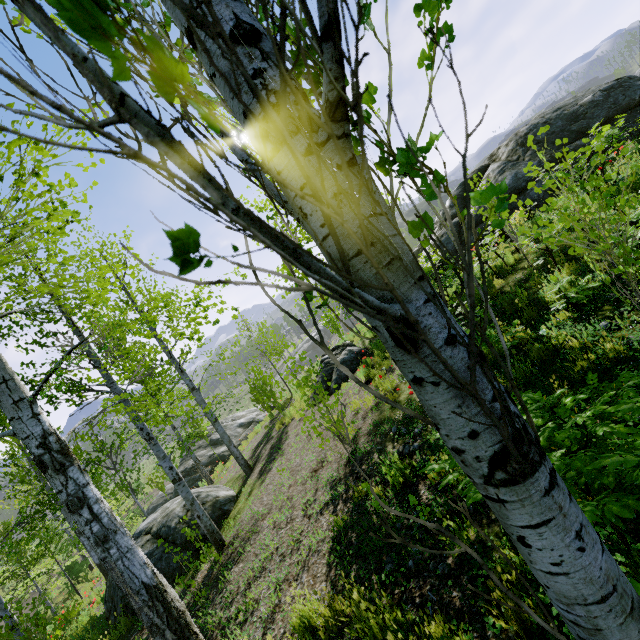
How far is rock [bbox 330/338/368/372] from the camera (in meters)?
11.10

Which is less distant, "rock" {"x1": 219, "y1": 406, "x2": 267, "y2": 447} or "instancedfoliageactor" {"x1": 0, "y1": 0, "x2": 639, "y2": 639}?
"instancedfoliageactor" {"x1": 0, "y1": 0, "x2": 639, "y2": 639}

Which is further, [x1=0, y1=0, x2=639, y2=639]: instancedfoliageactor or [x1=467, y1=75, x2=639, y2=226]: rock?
[x1=467, y1=75, x2=639, y2=226]: rock

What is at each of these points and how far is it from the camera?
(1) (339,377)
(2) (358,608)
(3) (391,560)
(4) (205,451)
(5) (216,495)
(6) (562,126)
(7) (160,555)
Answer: (1) rock, 11.00m
(2) instancedfoliageactor, 3.04m
(3) instancedfoliageactor, 3.27m
(4) rock, 19.67m
(5) rock, 8.73m
(6) rock, 11.53m
(7) rock, 7.14m

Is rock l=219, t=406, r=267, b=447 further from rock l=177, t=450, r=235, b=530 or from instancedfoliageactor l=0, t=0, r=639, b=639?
rock l=177, t=450, r=235, b=530

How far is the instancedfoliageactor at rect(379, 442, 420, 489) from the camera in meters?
4.2

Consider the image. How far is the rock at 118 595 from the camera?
6.8m
